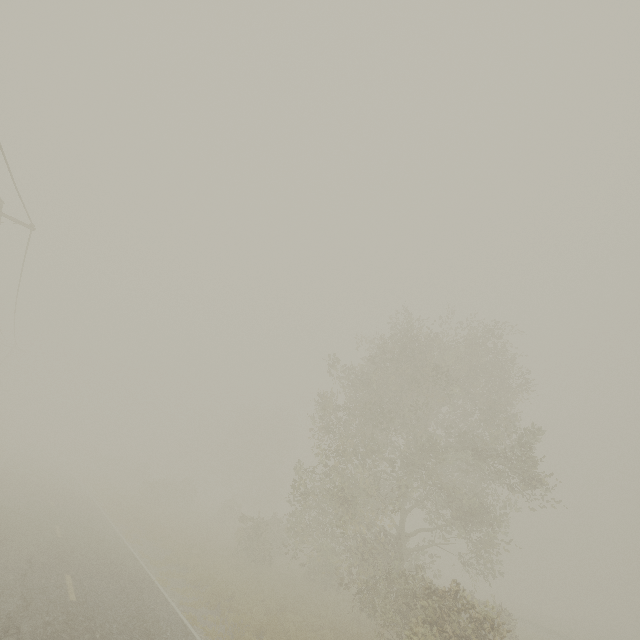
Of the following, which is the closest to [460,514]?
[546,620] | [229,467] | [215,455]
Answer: [546,620]

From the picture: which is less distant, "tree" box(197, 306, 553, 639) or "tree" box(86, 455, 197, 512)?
"tree" box(197, 306, 553, 639)

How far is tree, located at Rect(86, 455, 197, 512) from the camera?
35.5m

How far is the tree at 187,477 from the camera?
35.5 meters

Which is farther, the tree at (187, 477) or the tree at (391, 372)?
the tree at (187, 477)
